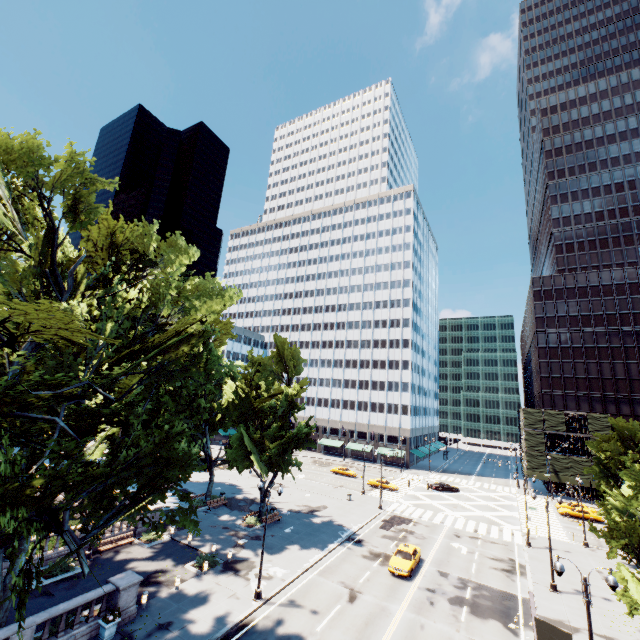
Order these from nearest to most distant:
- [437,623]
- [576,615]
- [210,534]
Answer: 1. [437,623]
2. [576,615]
3. [210,534]

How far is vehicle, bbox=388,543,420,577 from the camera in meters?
26.7 m

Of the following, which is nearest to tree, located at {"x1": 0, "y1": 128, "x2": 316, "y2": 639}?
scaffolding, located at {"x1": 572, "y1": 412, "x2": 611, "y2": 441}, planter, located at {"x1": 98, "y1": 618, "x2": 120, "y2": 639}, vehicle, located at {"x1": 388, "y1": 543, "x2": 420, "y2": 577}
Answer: planter, located at {"x1": 98, "y1": 618, "x2": 120, "y2": 639}

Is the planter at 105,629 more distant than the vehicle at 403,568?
No

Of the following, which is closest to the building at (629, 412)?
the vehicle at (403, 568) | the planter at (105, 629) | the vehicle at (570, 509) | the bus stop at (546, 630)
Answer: the vehicle at (570, 509)

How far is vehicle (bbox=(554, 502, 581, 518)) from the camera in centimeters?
4746cm

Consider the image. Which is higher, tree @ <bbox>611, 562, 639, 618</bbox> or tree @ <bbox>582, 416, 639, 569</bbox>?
tree @ <bbox>582, 416, 639, 569</bbox>

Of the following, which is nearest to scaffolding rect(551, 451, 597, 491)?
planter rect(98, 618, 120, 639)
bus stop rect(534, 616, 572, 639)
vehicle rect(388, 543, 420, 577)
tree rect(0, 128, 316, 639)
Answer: tree rect(0, 128, 316, 639)
